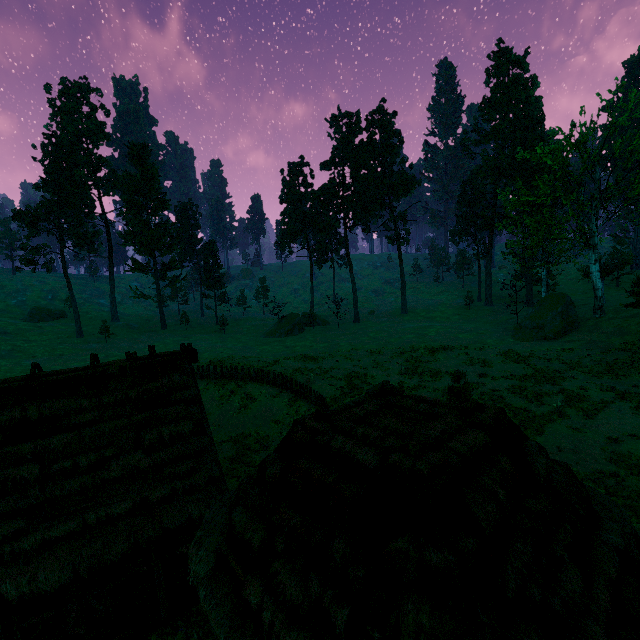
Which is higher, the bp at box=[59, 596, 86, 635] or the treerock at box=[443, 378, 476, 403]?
the treerock at box=[443, 378, 476, 403]

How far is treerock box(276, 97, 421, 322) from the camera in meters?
52.8 m

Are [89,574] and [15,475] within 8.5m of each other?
yes

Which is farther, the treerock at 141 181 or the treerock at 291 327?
the treerock at 291 327

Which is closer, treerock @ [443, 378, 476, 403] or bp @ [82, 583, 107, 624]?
bp @ [82, 583, 107, 624]

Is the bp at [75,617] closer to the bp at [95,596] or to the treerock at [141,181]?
the bp at [95,596]

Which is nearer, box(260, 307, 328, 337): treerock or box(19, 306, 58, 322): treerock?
box(260, 307, 328, 337): treerock
